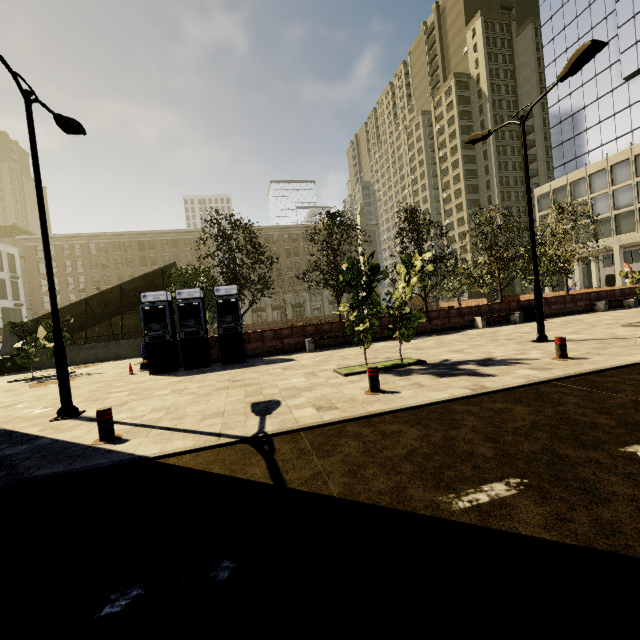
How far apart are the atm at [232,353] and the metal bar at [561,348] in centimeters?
1053cm

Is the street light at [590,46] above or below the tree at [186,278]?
above

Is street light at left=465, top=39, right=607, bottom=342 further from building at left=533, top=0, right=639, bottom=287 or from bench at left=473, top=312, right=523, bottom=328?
building at left=533, top=0, right=639, bottom=287

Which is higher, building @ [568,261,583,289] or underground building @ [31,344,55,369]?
building @ [568,261,583,289]

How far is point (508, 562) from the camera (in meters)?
2.20

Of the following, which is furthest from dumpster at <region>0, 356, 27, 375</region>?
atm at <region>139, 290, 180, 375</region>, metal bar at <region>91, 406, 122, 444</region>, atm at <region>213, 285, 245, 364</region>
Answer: metal bar at <region>91, 406, 122, 444</region>

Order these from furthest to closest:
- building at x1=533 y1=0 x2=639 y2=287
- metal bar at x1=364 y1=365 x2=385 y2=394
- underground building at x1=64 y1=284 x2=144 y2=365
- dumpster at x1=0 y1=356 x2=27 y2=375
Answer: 1. building at x1=533 y1=0 x2=639 y2=287
2. underground building at x1=64 y1=284 x2=144 y2=365
3. dumpster at x1=0 y1=356 x2=27 y2=375
4. metal bar at x1=364 y1=365 x2=385 y2=394

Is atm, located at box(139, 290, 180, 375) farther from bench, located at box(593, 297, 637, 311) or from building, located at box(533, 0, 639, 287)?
bench, located at box(593, 297, 637, 311)
